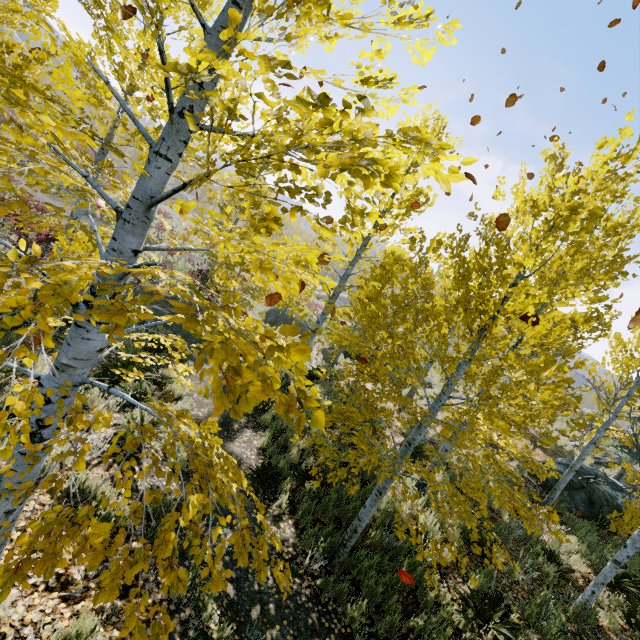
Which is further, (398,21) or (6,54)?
(6,54)

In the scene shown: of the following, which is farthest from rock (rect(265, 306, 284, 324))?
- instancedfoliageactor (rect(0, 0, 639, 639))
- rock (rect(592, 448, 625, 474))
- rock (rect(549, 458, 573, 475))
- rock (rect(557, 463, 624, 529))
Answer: rock (rect(557, 463, 624, 529))

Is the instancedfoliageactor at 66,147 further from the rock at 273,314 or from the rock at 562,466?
the rock at 273,314

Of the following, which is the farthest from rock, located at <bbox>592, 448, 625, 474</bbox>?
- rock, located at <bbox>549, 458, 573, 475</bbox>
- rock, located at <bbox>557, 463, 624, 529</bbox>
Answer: rock, located at <bbox>557, 463, 624, 529</bbox>

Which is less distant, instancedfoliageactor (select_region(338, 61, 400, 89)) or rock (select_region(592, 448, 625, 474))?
instancedfoliageactor (select_region(338, 61, 400, 89))

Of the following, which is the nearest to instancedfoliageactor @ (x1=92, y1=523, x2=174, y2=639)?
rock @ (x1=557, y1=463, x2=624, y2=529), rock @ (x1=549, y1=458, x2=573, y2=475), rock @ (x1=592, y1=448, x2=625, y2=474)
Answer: rock @ (x1=557, y1=463, x2=624, y2=529)

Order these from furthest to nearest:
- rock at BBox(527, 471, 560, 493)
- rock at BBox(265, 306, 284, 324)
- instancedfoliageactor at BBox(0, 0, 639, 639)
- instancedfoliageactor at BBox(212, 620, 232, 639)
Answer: rock at BBox(265, 306, 284, 324) → rock at BBox(527, 471, 560, 493) → instancedfoliageactor at BBox(212, 620, 232, 639) → instancedfoliageactor at BBox(0, 0, 639, 639)

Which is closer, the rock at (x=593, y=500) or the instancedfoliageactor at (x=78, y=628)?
the instancedfoliageactor at (x=78, y=628)
